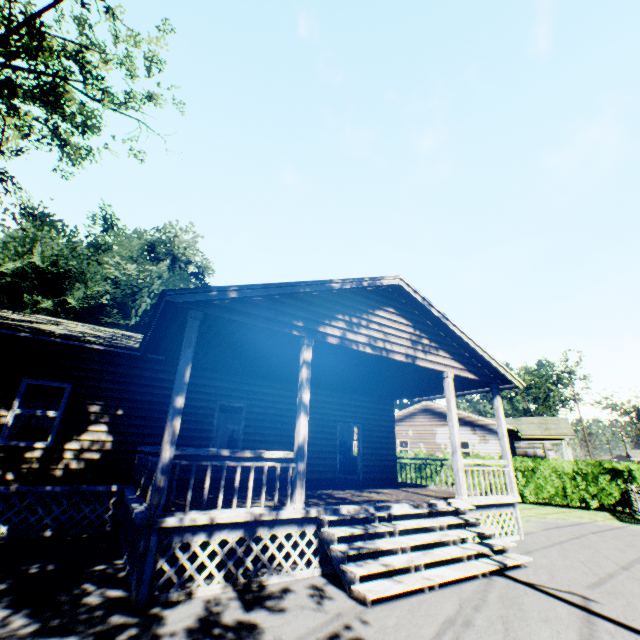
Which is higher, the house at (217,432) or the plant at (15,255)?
the plant at (15,255)

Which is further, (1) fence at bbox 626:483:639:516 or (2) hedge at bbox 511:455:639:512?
(2) hedge at bbox 511:455:639:512

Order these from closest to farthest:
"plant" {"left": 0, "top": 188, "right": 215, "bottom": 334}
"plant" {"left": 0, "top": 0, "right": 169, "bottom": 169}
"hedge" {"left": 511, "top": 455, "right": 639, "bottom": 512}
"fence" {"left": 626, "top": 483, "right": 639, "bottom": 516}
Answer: "plant" {"left": 0, "top": 0, "right": 169, "bottom": 169} < "fence" {"left": 626, "top": 483, "right": 639, "bottom": 516} < "hedge" {"left": 511, "top": 455, "right": 639, "bottom": 512} < "plant" {"left": 0, "top": 188, "right": 215, "bottom": 334}

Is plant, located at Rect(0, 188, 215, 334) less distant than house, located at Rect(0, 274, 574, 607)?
No

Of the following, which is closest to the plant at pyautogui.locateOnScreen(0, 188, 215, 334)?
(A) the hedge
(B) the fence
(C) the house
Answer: (C) the house

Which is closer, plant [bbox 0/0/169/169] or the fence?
plant [bbox 0/0/169/169]

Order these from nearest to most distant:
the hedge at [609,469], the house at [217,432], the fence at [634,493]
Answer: the house at [217,432], the fence at [634,493], the hedge at [609,469]

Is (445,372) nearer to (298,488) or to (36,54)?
(298,488)
